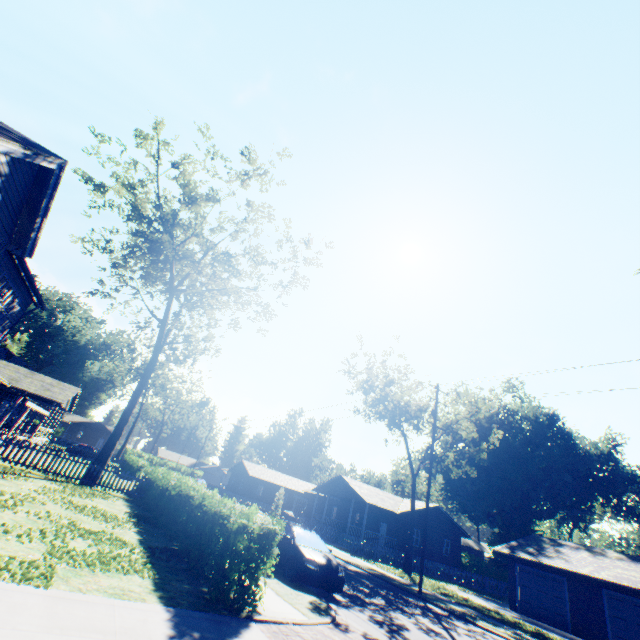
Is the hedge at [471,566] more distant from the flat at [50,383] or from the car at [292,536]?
the flat at [50,383]

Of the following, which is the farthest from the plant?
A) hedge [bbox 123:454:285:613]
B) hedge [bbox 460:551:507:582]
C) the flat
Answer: the flat

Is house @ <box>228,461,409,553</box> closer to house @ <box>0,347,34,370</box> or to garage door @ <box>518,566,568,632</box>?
garage door @ <box>518,566,568,632</box>

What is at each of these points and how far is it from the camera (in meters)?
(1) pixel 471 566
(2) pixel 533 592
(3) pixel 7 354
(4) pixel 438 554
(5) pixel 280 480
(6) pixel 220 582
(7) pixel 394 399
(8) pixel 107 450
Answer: (1) hedge, 44.97
(2) garage door, 23.30
(3) house, 47.38
(4) house, 36.47
(5) house, 58.78
(6) hedge, 7.02
(7) tree, 32.03
(8) tree, 19.62

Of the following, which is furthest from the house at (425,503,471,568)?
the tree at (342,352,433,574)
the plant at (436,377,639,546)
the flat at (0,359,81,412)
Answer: the flat at (0,359,81,412)

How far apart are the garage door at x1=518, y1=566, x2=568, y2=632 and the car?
20.90m

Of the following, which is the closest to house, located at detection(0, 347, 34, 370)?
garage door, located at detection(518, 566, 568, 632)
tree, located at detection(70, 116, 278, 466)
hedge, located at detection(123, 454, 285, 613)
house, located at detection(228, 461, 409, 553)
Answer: hedge, located at detection(123, 454, 285, 613)

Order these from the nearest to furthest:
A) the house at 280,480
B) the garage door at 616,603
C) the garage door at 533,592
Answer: the garage door at 616,603 → the garage door at 533,592 → the house at 280,480
